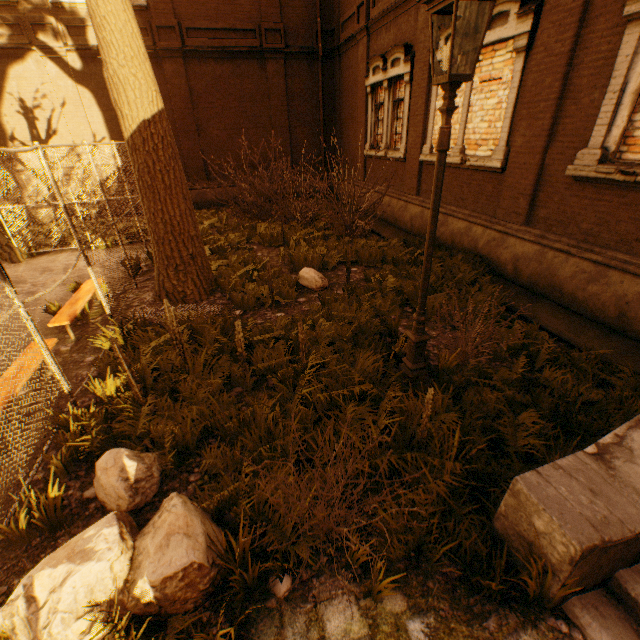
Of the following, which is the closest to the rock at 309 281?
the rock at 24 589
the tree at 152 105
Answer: the tree at 152 105

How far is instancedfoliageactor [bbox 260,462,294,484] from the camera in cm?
283

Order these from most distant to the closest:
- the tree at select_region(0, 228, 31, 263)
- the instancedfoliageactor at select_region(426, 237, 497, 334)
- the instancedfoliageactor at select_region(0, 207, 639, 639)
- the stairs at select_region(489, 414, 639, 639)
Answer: the tree at select_region(0, 228, 31, 263)
the instancedfoliageactor at select_region(426, 237, 497, 334)
the instancedfoliageactor at select_region(0, 207, 639, 639)
the stairs at select_region(489, 414, 639, 639)

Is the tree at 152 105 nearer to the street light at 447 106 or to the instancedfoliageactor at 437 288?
the instancedfoliageactor at 437 288

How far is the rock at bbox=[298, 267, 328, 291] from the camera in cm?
688

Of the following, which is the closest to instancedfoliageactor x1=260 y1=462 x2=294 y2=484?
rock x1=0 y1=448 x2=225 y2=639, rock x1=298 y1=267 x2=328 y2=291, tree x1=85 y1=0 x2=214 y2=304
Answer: rock x1=0 y1=448 x2=225 y2=639

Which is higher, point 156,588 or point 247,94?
point 247,94
